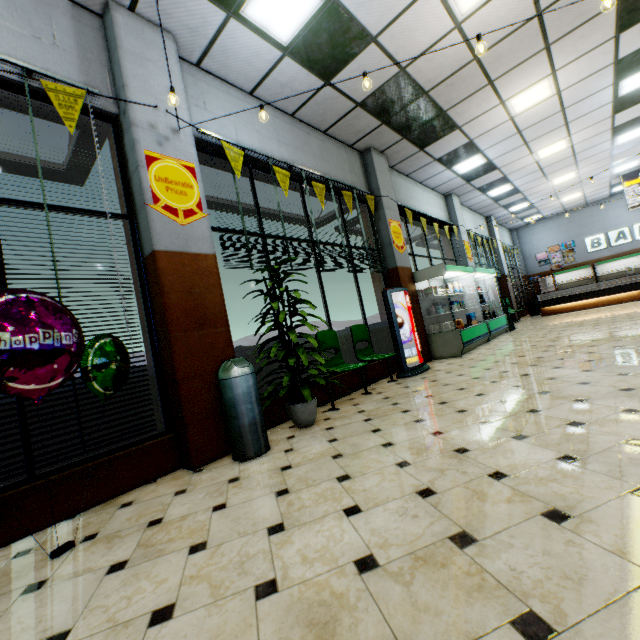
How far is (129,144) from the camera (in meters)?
3.40

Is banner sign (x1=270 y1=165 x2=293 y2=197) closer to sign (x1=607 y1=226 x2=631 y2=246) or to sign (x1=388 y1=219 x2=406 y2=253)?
sign (x1=388 y1=219 x2=406 y2=253)

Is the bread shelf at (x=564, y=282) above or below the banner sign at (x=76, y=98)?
below

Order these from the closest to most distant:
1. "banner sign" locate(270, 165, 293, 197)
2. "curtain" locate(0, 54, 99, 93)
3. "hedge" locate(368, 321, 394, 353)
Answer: "curtain" locate(0, 54, 99, 93)
"banner sign" locate(270, 165, 293, 197)
"hedge" locate(368, 321, 394, 353)

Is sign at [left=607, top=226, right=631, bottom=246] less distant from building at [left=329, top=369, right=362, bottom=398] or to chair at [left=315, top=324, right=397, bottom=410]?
building at [left=329, top=369, right=362, bottom=398]

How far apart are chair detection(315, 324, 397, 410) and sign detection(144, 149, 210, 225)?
2.2 meters

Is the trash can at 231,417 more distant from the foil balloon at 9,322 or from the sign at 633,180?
the sign at 633,180

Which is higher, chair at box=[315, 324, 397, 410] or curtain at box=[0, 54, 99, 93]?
curtain at box=[0, 54, 99, 93]
